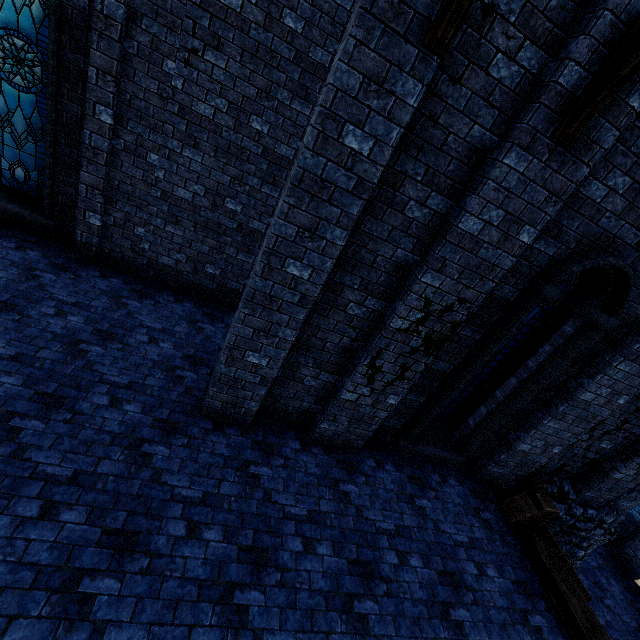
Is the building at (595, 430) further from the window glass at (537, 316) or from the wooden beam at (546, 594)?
the window glass at (537, 316)

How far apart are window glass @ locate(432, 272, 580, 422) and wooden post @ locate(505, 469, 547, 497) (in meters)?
2.09

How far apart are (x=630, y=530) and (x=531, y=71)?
15.5 meters

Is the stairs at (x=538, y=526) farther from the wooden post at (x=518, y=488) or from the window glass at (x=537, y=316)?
the window glass at (x=537, y=316)

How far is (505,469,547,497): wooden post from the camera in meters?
6.7 m

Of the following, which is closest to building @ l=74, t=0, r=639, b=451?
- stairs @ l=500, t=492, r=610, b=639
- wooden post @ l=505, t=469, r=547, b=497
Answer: wooden post @ l=505, t=469, r=547, b=497

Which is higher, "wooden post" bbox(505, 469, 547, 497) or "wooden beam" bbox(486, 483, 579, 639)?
"wooden post" bbox(505, 469, 547, 497)

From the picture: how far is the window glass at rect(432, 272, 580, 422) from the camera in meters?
5.2
